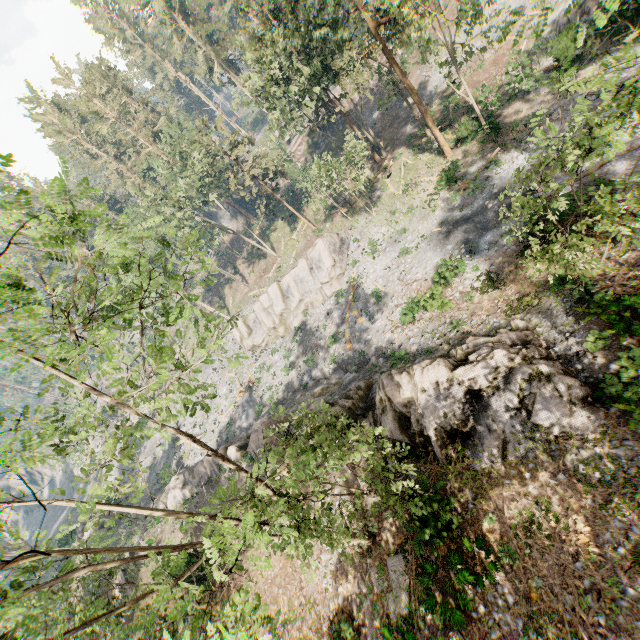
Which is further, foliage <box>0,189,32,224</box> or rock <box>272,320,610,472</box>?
rock <box>272,320,610,472</box>

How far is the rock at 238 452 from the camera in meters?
23.2

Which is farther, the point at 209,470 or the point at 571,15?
the point at 209,470

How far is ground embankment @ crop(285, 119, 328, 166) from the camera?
51.0 meters

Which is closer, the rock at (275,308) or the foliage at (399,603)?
the foliage at (399,603)

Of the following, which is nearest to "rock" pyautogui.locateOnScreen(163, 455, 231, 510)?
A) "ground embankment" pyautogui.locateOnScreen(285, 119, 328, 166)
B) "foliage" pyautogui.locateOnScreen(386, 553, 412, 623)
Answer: "foliage" pyautogui.locateOnScreen(386, 553, 412, 623)

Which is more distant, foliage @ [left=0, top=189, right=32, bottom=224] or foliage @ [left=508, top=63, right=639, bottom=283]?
foliage @ [left=508, top=63, right=639, bottom=283]

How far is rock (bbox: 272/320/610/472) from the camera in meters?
13.0
